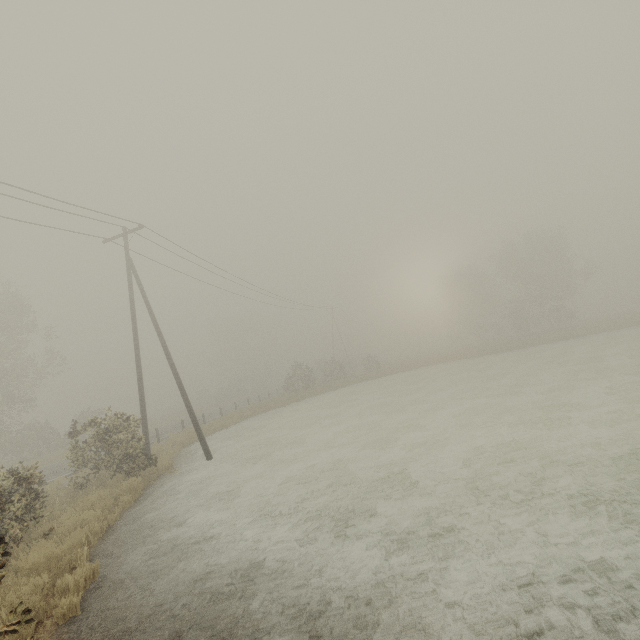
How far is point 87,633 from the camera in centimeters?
480cm
